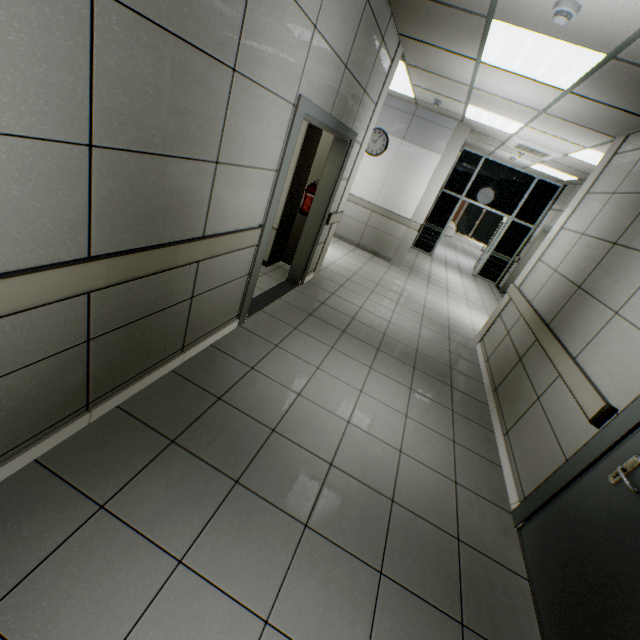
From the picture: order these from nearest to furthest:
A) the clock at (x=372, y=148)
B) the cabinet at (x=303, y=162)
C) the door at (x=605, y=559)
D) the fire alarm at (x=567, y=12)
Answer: the door at (x=605, y=559)
the fire alarm at (x=567, y=12)
the cabinet at (x=303, y=162)
the clock at (x=372, y=148)

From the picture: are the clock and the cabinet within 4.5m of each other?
yes

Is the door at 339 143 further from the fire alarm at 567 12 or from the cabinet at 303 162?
the fire alarm at 567 12

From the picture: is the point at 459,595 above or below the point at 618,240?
below

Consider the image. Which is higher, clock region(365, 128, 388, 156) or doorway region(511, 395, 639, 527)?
clock region(365, 128, 388, 156)

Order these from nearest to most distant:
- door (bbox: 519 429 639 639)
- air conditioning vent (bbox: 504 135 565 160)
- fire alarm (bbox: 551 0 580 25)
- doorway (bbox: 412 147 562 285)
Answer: door (bbox: 519 429 639 639), fire alarm (bbox: 551 0 580 25), air conditioning vent (bbox: 504 135 565 160), doorway (bbox: 412 147 562 285)

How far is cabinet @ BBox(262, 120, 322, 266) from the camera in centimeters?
428cm

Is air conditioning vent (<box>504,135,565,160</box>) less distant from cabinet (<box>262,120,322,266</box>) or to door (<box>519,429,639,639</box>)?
cabinet (<box>262,120,322,266</box>)
